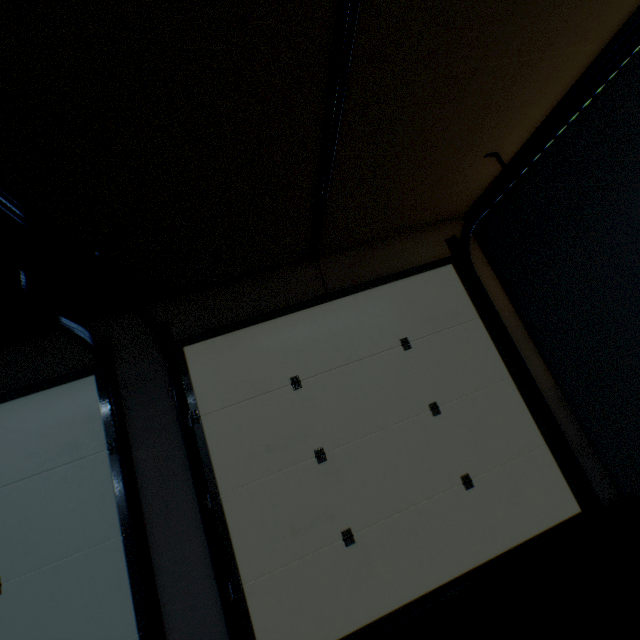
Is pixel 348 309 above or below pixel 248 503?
above
